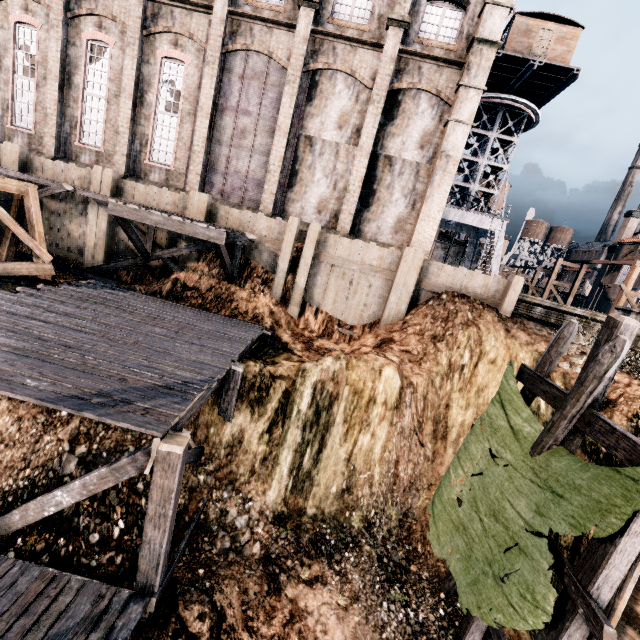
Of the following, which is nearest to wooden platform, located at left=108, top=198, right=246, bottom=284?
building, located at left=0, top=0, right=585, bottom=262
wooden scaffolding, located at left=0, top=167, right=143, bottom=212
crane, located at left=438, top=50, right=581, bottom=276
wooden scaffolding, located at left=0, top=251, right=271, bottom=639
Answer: wooden scaffolding, located at left=0, top=167, right=143, bottom=212

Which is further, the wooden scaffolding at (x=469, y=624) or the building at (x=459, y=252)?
the building at (x=459, y=252)

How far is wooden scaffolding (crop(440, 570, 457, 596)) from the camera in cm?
953

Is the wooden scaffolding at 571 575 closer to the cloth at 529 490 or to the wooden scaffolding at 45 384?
the cloth at 529 490

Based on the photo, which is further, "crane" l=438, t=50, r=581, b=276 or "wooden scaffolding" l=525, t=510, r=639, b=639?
"crane" l=438, t=50, r=581, b=276

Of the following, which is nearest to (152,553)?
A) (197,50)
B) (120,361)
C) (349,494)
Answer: (120,361)

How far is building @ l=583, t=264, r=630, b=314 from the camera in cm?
3944
